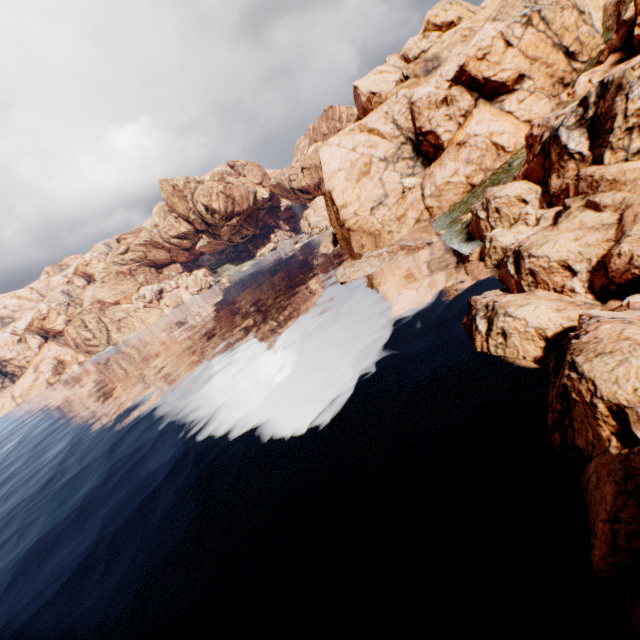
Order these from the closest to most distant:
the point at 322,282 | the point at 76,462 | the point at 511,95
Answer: the point at 76,462
the point at 511,95
the point at 322,282
